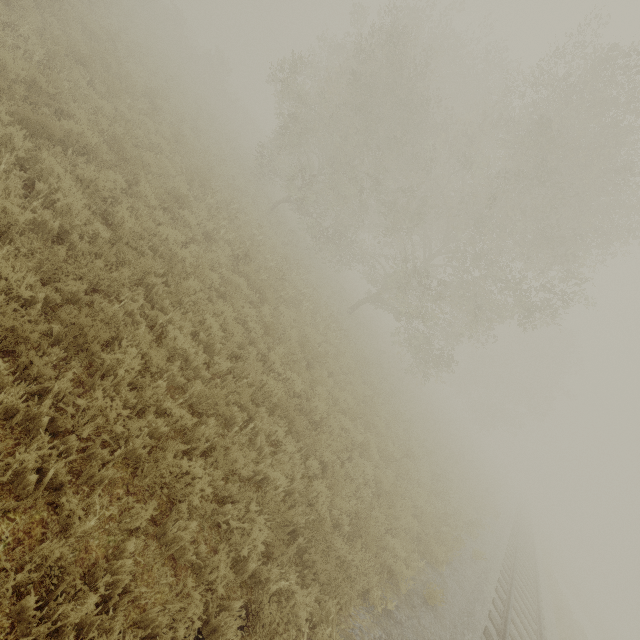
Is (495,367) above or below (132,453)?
above
